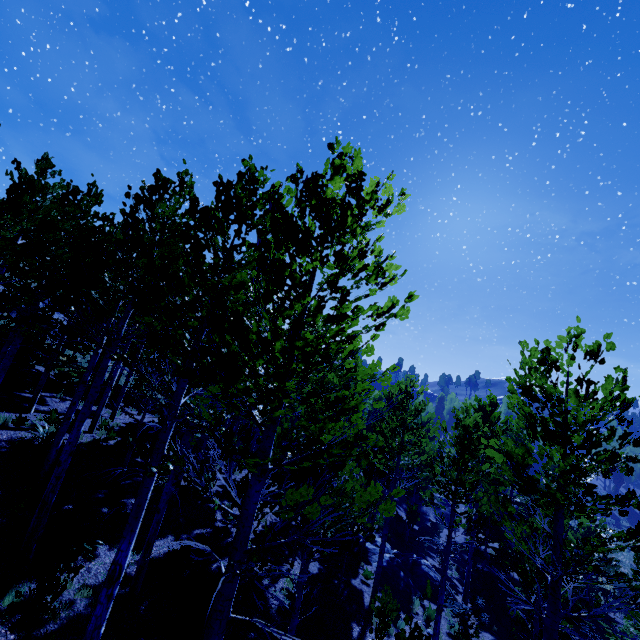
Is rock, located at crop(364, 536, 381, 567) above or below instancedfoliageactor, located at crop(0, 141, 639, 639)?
below

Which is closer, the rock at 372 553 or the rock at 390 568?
the rock at 390 568

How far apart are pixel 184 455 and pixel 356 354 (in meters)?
9.76

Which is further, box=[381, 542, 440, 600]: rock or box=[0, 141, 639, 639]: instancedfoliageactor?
box=[381, 542, 440, 600]: rock

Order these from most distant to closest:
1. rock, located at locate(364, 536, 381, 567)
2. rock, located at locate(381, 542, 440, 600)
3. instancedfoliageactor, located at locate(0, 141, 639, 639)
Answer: rock, located at locate(364, 536, 381, 567)
rock, located at locate(381, 542, 440, 600)
instancedfoliageactor, located at locate(0, 141, 639, 639)

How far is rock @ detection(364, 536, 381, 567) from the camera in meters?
16.9 m

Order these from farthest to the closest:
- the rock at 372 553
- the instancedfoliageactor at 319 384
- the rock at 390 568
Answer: the rock at 372 553
the rock at 390 568
the instancedfoliageactor at 319 384
